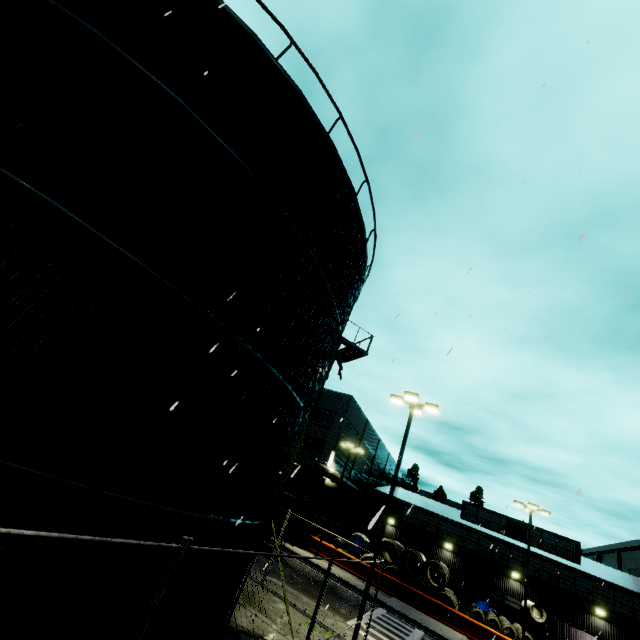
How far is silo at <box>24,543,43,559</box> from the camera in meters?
4.0

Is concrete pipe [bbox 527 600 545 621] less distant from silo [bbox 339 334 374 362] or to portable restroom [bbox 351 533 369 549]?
silo [bbox 339 334 374 362]

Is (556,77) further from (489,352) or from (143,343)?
(143,343)

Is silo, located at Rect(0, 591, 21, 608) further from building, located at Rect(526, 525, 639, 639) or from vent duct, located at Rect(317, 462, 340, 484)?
vent duct, located at Rect(317, 462, 340, 484)

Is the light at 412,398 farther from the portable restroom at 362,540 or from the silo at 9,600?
the portable restroom at 362,540

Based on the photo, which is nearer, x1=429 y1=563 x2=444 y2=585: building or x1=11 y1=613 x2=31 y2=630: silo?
x1=11 y1=613 x2=31 y2=630: silo

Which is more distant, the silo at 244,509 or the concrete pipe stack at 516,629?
the concrete pipe stack at 516,629

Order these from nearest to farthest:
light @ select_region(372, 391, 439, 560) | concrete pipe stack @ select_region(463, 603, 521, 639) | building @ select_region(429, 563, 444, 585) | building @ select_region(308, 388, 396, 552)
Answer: light @ select_region(372, 391, 439, 560) < concrete pipe stack @ select_region(463, 603, 521, 639) < building @ select_region(429, 563, 444, 585) < building @ select_region(308, 388, 396, 552)
